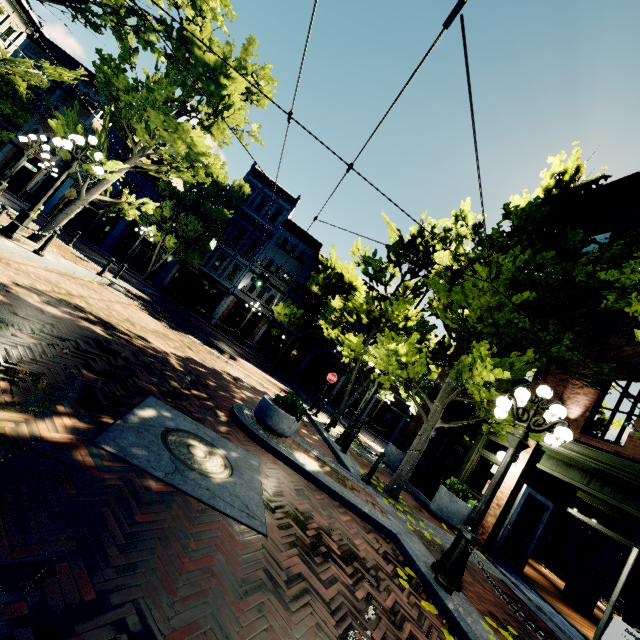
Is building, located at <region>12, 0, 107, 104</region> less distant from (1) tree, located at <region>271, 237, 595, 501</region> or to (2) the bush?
(1) tree, located at <region>271, 237, 595, 501</region>

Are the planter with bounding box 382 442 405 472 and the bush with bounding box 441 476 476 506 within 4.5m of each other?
yes

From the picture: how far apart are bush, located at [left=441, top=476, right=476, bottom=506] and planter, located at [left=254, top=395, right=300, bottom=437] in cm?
588

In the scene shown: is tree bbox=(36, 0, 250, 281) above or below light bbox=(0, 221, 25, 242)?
above

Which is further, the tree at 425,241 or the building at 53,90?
the building at 53,90

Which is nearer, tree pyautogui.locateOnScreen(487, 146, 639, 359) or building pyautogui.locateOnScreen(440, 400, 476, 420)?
tree pyautogui.locateOnScreen(487, 146, 639, 359)

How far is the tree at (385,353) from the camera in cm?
775

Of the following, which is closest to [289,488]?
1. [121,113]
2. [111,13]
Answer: [111,13]
